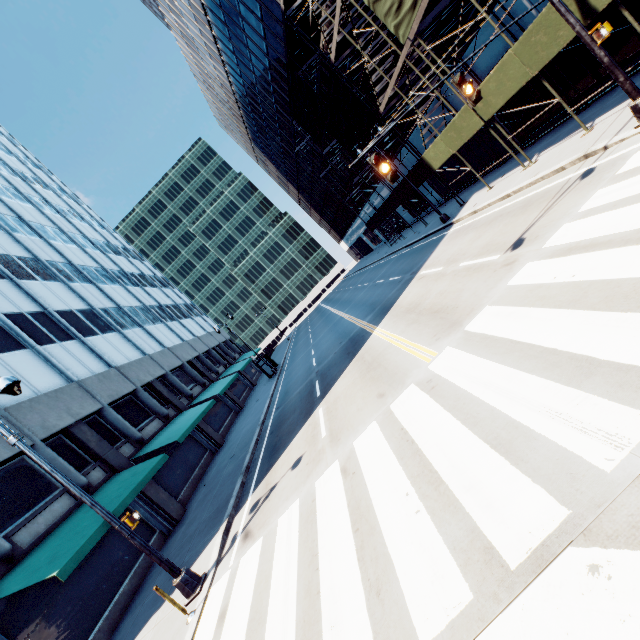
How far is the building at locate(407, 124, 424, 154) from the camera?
23.8m

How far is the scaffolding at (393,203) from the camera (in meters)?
24.51

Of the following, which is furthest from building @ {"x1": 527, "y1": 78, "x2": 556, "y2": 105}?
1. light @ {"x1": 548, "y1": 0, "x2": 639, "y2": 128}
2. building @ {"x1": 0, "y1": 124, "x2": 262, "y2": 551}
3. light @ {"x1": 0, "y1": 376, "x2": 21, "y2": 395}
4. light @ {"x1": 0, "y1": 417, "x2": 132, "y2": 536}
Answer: building @ {"x1": 0, "y1": 124, "x2": 262, "y2": 551}

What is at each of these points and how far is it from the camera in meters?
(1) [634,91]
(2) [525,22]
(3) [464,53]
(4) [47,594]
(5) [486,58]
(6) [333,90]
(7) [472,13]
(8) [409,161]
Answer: (1) light, 8.2 m
(2) building, 13.4 m
(3) building, 16.5 m
(4) building, 10.4 m
(5) building, 15.8 m
(6) scaffolding, 21.0 m
(7) building, 14.8 m
(8) building, 27.7 m

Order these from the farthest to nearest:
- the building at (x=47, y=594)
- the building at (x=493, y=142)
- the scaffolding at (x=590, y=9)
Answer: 1. the building at (x=493, y=142)
2. the building at (x=47, y=594)
3. the scaffolding at (x=590, y=9)

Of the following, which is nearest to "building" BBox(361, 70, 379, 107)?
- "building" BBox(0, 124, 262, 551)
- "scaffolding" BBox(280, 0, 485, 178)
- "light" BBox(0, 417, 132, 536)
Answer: "scaffolding" BBox(280, 0, 485, 178)

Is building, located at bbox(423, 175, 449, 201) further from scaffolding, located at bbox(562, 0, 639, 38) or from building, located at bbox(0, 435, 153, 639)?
building, located at bbox(0, 435, 153, 639)

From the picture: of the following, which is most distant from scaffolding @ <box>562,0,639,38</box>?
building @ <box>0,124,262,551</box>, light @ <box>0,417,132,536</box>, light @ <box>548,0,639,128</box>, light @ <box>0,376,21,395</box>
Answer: building @ <box>0,124,262,551</box>
